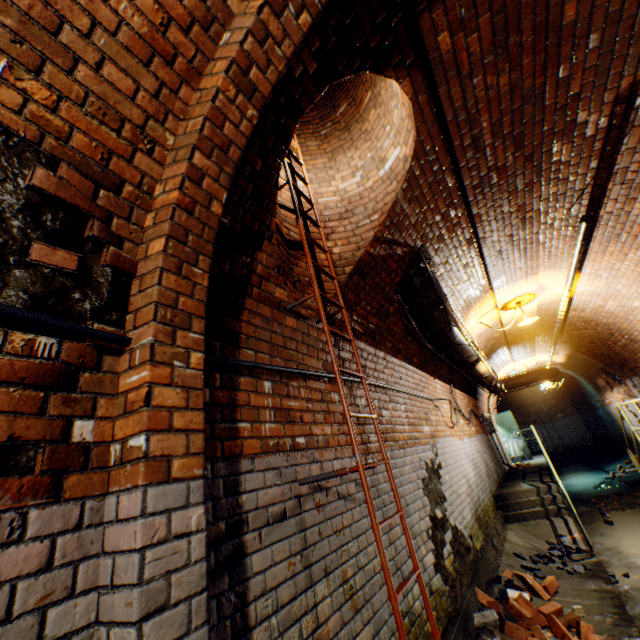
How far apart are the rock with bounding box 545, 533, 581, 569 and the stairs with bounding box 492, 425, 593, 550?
0.0m

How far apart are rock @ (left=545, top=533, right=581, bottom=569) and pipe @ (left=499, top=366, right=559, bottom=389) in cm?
594

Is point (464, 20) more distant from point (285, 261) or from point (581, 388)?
point (581, 388)

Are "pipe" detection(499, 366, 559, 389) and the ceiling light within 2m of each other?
no

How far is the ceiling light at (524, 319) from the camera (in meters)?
6.94

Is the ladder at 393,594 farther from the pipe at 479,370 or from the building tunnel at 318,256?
the pipe at 479,370

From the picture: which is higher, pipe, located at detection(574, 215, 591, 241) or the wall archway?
pipe, located at detection(574, 215, 591, 241)

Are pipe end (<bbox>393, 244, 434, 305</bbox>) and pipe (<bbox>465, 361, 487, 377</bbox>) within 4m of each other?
yes
